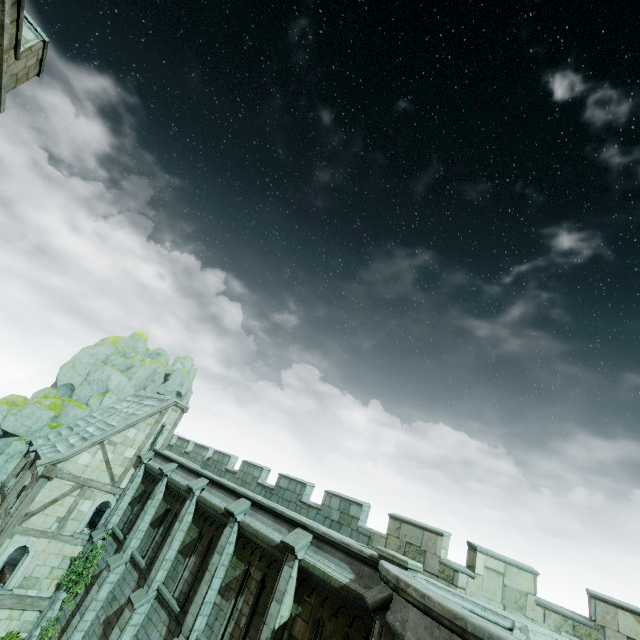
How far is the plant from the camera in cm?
1675

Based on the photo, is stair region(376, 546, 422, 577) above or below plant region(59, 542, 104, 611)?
above

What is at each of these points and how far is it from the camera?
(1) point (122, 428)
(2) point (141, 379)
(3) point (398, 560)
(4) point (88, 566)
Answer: (1) building, 20.2 meters
(2) rock, 36.8 meters
(3) stair, 8.5 meters
(4) plant, 17.5 meters

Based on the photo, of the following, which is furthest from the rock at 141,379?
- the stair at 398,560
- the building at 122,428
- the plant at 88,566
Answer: the stair at 398,560

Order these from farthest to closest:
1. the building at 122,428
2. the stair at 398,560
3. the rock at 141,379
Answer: the rock at 141,379, the building at 122,428, the stair at 398,560

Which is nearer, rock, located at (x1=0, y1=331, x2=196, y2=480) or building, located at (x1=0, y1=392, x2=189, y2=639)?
building, located at (x1=0, y1=392, x2=189, y2=639)

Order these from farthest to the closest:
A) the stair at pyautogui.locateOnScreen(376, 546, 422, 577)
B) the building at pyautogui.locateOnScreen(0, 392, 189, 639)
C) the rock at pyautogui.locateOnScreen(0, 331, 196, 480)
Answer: the rock at pyautogui.locateOnScreen(0, 331, 196, 480), the building at pyautogui.locateOnScreen(0, 392, 189, 639), the stair at pyautogui.locateOnScreen(376, 546, 422, 577)

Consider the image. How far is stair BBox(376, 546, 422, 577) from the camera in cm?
840
